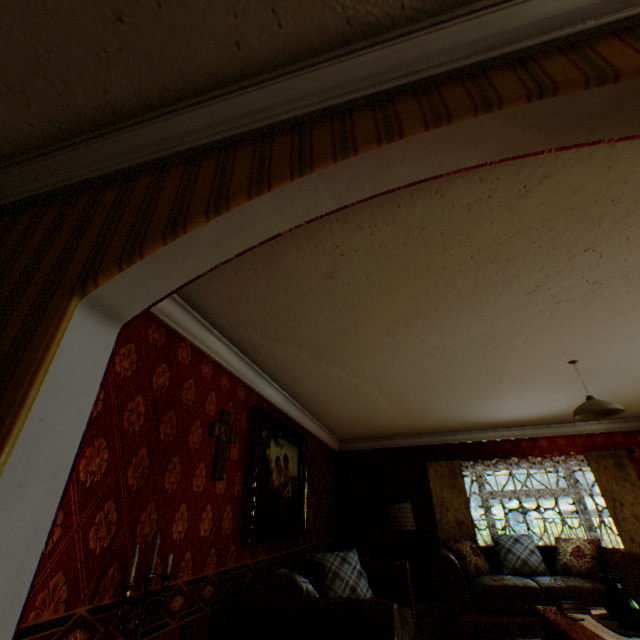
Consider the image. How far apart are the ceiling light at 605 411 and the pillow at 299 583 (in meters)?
3.35

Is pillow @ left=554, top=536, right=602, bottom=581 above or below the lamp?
below

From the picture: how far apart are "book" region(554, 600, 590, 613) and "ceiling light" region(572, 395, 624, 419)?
1.8m

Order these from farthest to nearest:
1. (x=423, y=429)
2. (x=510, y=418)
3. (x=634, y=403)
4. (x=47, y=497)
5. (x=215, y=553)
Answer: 1. (x=423, y=429)
2. (x=510, y=418)
3. (x=634, y=403)
4. (x=215, y=553)
5. (x=47, y=497)

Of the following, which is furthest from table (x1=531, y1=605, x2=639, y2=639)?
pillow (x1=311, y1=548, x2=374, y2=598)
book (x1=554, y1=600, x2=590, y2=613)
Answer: pillow (x1=311, y1=548, x2=374, y2=598)

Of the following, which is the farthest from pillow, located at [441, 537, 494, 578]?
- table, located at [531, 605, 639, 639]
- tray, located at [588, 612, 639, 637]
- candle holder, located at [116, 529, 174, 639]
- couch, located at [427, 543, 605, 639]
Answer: candle holder, located at [116, 529, 174, 639]

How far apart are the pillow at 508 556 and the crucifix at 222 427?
5.4 meters

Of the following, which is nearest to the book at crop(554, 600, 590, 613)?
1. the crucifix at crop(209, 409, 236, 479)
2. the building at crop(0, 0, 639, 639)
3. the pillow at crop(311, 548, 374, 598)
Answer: the building at crop(0, 0, 639, 639)
